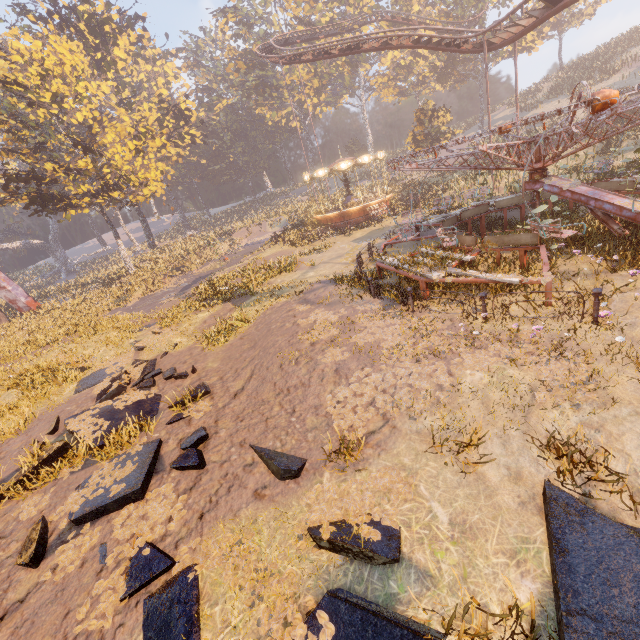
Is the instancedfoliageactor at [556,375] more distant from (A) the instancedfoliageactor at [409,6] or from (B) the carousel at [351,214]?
(A) the instancedfoliageactor at [409,6]

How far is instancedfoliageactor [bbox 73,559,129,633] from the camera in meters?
4.1

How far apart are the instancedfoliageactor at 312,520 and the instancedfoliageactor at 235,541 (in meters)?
0.32

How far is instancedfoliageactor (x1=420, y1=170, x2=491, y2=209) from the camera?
24.4m

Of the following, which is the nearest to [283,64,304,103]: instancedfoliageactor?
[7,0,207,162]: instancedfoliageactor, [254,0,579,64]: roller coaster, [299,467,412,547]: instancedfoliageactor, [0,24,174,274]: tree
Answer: [7,0,207,162]: instancedfoliageactor

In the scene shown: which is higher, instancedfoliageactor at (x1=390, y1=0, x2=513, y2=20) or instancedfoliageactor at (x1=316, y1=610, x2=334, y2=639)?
instancedfoliageactor at (x1=390, y1=0, x2=513, y2=20)

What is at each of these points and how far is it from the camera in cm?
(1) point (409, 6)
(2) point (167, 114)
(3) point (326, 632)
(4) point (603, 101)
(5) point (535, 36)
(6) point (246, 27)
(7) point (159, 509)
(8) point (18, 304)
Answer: (1) instancedfoliageactor, 5044
(2) instancedfoliageactor, 4312
(3) instancedfoliageactor, 337
(4) merry-go-round, 652
(5) instancedfoliageactor, 3975
(6) instancedfoliageactor, 5681
(7) instancedfoliageactor, 553
(8) metal support, 2881

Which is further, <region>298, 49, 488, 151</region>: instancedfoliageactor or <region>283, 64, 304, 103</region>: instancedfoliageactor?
<region>283, 64, 304, 103</region>: instancedfoliageactor
